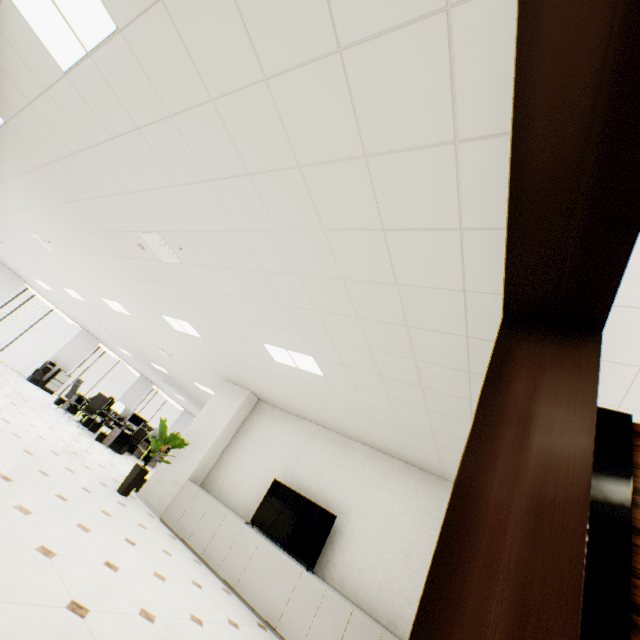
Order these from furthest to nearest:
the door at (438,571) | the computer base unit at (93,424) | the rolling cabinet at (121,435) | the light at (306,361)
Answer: the computer base unit at (93,424) < the rolling cabinet at (121,435) < the light at (306,361) < the door at (438,571)

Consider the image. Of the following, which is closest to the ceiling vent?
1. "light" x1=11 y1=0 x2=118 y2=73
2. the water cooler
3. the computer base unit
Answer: "light" x1=11 y1=0 x2=118 y2=73

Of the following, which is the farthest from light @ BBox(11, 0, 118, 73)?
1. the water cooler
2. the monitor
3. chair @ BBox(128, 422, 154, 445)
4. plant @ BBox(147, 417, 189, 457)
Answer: the water cooler

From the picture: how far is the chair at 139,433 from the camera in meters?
11.5 m

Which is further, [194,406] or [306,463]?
[194,406]

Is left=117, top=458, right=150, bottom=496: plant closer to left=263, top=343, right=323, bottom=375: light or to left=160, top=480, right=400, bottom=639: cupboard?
left=160, top=480, right=400, bottom=639: cupboard

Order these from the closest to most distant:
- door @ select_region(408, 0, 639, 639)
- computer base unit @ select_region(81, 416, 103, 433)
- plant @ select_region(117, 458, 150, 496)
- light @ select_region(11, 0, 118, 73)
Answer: door @ select_region(408, 0, 639, 639)
light @ select_region(11, 0, 118, 73)
plant @ select_region(117, 458, 150, 496)
computer base unit @ select_region(81, 416, 103, 433)

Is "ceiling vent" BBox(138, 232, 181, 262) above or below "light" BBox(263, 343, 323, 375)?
below
